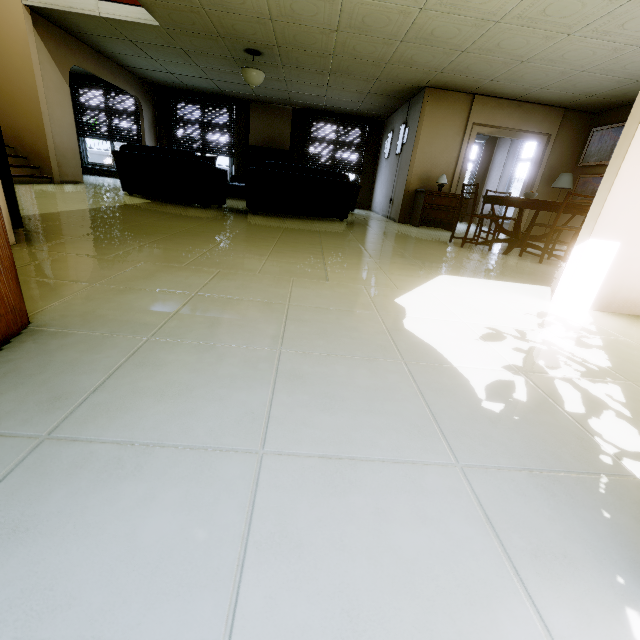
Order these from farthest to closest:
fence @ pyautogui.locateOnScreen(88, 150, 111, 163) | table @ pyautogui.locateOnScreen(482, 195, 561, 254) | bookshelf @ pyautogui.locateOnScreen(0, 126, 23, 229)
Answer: fence @ pyautogui.locateOnScreen(88, 150, 111, 163) → table @ pyautogui.locateOnScreen(482, 195, 561, 254) → bookshelf @ pyautogui.locateOnScreen(0, 126, 23, 229)

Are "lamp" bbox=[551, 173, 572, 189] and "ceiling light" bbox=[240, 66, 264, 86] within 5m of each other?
no

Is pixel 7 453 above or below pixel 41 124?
below

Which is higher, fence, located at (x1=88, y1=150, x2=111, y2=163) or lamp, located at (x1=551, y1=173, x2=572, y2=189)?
lamp, located at (x1=551, y1=173, x2=572, y2=189)

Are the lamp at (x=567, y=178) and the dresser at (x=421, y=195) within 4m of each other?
yes

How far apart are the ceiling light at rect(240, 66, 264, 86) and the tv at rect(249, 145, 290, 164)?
3.8m

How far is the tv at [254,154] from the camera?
10.2m

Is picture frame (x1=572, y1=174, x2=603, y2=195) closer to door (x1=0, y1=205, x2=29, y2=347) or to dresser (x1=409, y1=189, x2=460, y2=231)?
dresser (x1=409, y1=189, x2=460, y2=231)
